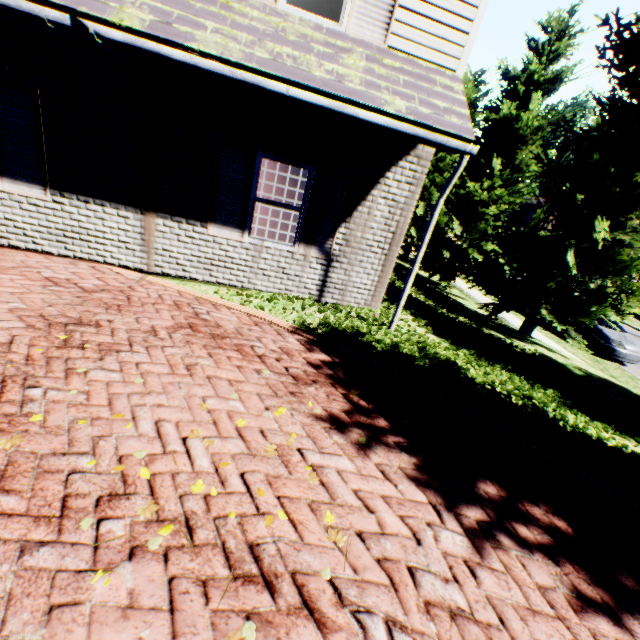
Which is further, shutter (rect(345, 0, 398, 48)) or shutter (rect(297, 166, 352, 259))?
shutter (rect(297, 166, 352, 259))

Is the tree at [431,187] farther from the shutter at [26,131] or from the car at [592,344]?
the shutter at [26,131]

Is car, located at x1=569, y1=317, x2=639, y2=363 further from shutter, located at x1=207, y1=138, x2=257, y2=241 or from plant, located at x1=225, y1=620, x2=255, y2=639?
plant, located at x1=225, y1=620, x2=255, y2=639

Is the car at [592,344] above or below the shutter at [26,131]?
below

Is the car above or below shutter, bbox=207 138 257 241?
below

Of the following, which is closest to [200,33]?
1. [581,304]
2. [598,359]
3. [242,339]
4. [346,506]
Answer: [242,339]

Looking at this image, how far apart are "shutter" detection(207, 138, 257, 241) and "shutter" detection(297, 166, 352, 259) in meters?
0.9 m

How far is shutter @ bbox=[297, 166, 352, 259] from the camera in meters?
5.9
